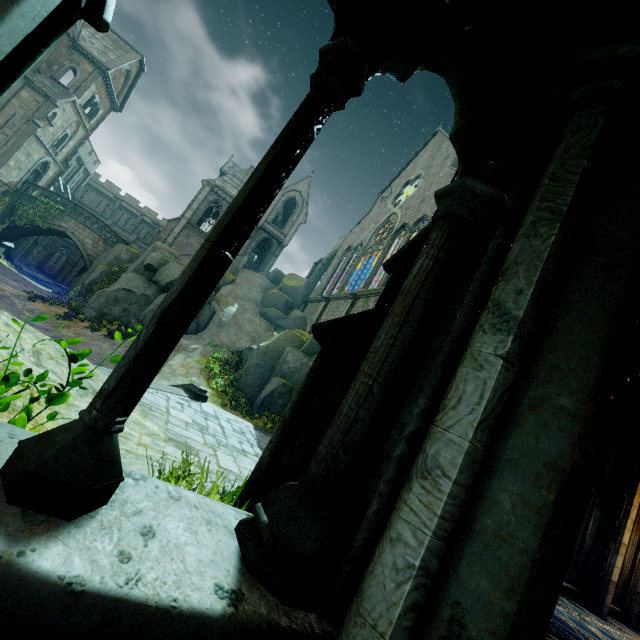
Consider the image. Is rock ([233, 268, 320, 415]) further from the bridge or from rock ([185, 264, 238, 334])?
the bridge

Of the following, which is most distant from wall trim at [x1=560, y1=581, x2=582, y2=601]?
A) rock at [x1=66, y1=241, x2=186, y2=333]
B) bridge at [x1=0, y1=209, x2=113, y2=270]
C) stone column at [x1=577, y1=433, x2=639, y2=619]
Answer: bridge at [x1=0, y1=209, x2=113, y2=270]

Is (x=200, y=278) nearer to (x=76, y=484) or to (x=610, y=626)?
(x=76, y=484)

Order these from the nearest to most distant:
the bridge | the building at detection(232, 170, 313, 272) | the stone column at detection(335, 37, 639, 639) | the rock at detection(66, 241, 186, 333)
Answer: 1. the stone column at detection(335, 37, 639, 639)
2. the rock at detection(66, 241, 186, 333)
3. the bridge
4. the building at detection(232, 170, 313, 272)

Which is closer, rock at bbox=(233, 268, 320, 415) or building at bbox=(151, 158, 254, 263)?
rock at bbox=(233, 268, 320, 415)

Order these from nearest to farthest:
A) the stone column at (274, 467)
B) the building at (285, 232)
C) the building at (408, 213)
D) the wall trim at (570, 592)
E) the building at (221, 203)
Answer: the stone column at (274, 467) < the wall trim at (570, 592) < the building at (408, 213) < the building at (221, 203) < the building at (285, 232)

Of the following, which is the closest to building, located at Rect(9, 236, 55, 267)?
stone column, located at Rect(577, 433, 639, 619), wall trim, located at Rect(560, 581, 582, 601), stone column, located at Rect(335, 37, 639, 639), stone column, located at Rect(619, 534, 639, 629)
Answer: wall trim, located at Rect(560, 581, 582, 601)

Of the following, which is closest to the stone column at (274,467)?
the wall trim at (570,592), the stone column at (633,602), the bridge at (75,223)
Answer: the wall trim at (570,592)
